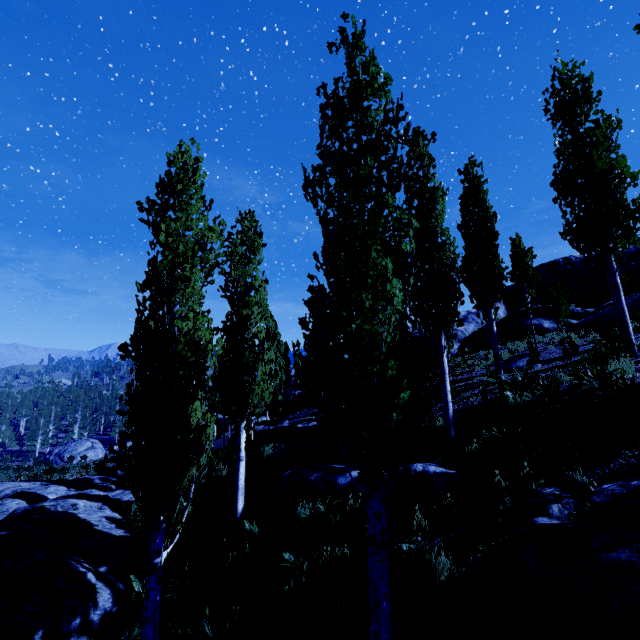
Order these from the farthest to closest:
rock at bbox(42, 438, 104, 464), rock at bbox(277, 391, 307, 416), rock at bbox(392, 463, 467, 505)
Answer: rock at bbox(42, 438, 104, 464) < rock at bbox(277, 391, 307, 416) < rock at bbox(392, 463, 467, 505)

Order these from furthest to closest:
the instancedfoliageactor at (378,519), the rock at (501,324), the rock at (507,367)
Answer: the rock at (501,324), the rock at (507,367), the instancedfoliageactor at (378,519)

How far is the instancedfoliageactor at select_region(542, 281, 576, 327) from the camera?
10.05m

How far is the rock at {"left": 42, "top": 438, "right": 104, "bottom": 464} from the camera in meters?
53.9

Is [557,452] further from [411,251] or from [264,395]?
[264,395]

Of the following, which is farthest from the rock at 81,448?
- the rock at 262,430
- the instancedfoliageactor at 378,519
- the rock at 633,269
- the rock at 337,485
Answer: the rock at 633,269

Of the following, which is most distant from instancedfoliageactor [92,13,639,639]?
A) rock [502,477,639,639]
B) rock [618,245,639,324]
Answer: rock [618,245,639,324]

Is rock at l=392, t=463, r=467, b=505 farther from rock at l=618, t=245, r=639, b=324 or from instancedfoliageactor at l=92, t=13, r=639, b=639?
rock at l=618, t=245, r=639, b=324
